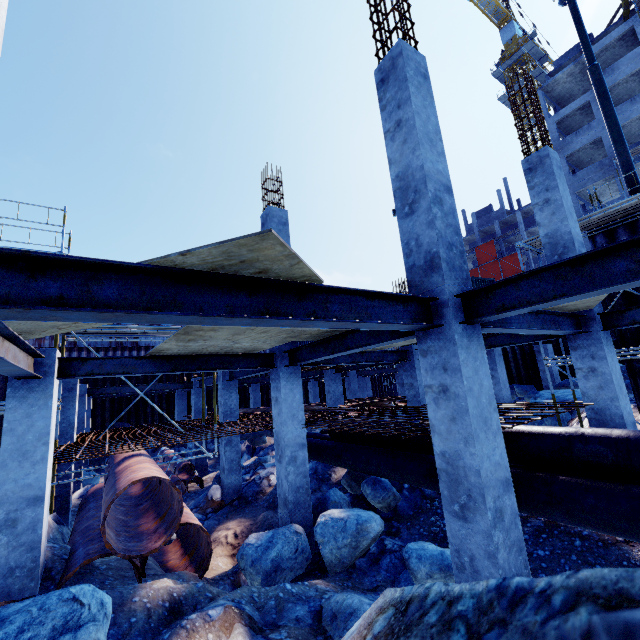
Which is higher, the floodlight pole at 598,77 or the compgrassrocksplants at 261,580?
the floodlight pole at 598,77

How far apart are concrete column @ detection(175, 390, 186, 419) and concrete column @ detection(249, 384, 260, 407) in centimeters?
432cm

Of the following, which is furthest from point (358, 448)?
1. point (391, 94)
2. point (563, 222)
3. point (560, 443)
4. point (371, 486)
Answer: point (391, 94)

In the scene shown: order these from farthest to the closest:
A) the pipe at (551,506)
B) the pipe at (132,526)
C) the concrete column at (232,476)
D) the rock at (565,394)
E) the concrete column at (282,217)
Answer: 1. the rock at (565,394)
2. the concrete column at (232,476)
3. the concrete column at (282,217)
4. the pipe at (132,526)
5. the pipe at (551,506)

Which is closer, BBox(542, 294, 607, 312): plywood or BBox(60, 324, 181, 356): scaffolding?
BBox(542, 294, 607, 312): plywood

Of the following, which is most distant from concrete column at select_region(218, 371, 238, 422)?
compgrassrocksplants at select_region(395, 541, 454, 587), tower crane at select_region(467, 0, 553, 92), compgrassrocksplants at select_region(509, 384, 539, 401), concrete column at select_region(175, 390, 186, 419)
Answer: tower crane at select_region(467, 0, 553, 92)

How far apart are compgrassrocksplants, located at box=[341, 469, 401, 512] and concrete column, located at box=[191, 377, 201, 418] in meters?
10.0

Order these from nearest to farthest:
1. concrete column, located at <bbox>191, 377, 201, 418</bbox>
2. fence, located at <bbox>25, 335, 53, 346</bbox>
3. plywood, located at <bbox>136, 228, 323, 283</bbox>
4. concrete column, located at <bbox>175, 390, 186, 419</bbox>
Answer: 1. plywood, located at <bbox>136, 228, 323, 283</bbox>
2. concrete column, located at <bbox>191, 377, 201, 418</bbox>
3. concrete column, located at <bbox>175, 390, 186, 419</bbox>
4. fence, located at <bbox>25, 335, 53, 346</bbox>
